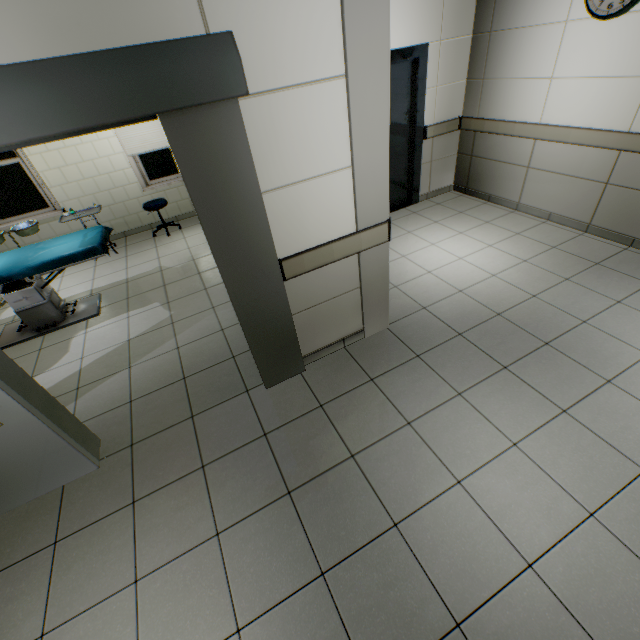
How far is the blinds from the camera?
5.4 meters

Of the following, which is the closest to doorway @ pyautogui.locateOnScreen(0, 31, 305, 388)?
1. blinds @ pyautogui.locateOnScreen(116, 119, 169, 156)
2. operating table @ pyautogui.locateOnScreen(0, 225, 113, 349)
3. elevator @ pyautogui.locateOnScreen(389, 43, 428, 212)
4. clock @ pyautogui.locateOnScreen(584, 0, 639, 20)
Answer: operating table @ pyautogui.locateOnScreen(0, 225, 113, 349)

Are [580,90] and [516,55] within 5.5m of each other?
yes

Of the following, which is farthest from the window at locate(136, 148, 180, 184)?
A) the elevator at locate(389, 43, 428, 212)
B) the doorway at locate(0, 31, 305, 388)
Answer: the doorway at locate(0, 31, 305, 388)

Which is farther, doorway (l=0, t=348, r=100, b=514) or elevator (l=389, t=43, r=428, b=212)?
elevator (l=389, t=43, r=428, b=212)

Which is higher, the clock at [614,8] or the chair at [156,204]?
the clock at [614,8]

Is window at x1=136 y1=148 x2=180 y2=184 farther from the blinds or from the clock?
the clock

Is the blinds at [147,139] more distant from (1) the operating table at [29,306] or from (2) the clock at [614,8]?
(2) the clock at [614,8]
